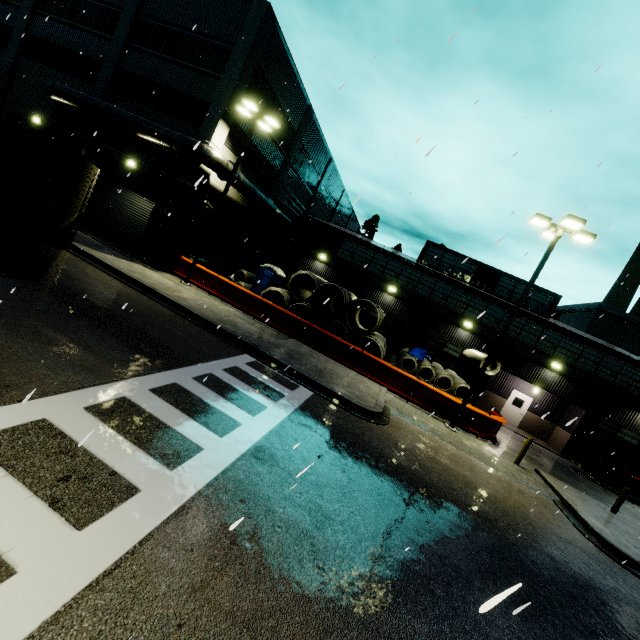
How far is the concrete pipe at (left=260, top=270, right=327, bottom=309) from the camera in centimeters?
1998cm

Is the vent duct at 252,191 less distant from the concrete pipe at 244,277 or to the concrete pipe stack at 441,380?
the concrete pipe stack at 441,380

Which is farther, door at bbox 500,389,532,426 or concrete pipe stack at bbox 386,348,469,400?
door at bbox 500,389,532,426

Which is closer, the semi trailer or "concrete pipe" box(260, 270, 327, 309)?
the semi trailer

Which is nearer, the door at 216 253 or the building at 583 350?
the building at 583 350

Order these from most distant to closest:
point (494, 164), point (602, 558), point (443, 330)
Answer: point (443, 330), point (602, 558), point (494, 164)

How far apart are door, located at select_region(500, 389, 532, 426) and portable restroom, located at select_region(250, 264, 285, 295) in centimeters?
1908cm

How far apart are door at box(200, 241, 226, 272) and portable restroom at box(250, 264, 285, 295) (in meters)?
3.04
